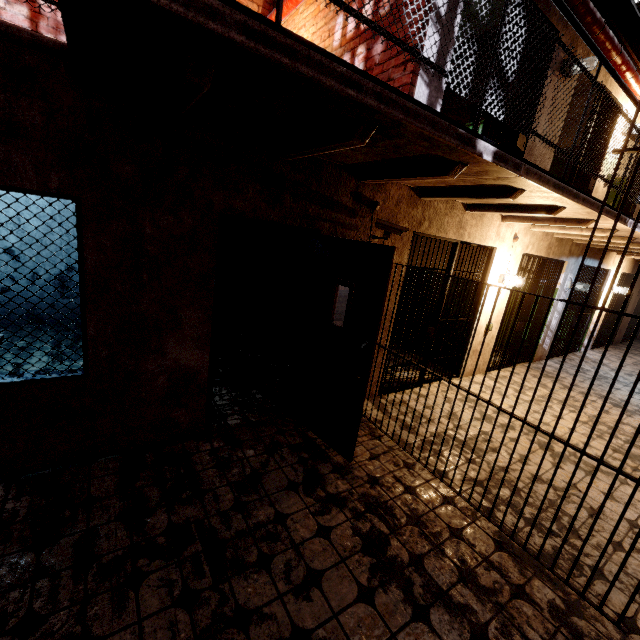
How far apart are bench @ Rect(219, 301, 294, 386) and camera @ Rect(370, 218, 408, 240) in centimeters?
189cm

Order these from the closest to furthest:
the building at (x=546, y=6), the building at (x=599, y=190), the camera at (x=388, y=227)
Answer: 1. the camera at (x=388, y=227)
2. the building at (x=546, y=6)
3. the building at (x=599, y=190)

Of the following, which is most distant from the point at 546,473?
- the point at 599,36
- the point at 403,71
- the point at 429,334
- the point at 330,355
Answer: the point at 599,36

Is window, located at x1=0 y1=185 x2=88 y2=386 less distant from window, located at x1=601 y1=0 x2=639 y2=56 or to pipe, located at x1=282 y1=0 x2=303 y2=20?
pipe, located at x1=282 y1=0 x2=303 y2=20

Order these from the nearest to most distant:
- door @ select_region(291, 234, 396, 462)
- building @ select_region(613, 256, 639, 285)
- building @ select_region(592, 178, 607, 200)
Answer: door @ select_region(291, 234, 396, 462) → building @ select_region(592, 178, 607, 200) → building @ select_region(613, 256, 639, 285)

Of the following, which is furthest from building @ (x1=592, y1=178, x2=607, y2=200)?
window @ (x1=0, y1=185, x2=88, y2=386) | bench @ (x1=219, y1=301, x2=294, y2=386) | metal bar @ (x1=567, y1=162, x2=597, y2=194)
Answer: window @ (x1=0, y1=185, x2=88, y2=386)

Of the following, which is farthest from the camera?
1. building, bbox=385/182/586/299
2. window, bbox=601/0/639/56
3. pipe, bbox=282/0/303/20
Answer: window, bbox=601/0/639/56

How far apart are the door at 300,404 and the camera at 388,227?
0.5 meters
